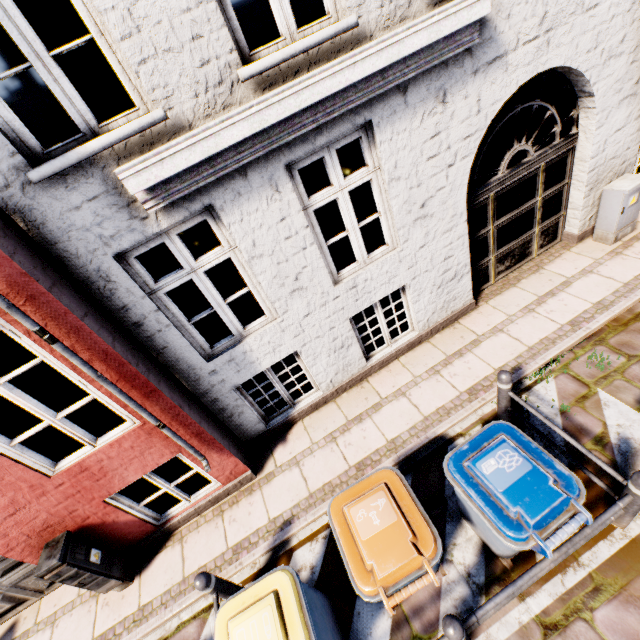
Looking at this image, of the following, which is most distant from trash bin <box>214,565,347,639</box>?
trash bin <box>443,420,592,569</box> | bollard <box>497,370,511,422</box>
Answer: bollard <box>497,370,511,422</box>

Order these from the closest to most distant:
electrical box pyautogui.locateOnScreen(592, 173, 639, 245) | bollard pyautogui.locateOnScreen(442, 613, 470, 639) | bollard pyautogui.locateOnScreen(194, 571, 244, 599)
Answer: bollard pyautogui.locateOnScreen(442, 613, 470, 639) < bollard pyautogui.locateOnScreen(194, 571, 244, 599) < electrical box pyautogui.locateOnScreen(592, 173, 639, 245)

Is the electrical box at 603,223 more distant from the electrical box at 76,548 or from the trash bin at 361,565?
the electrical box at 76,548

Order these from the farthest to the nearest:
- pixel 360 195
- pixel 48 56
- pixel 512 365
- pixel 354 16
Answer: A: pixel 360 195, pixel 512 365, pixel 354 16, pixel 48 56

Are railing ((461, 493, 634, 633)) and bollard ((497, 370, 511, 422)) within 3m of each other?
yes

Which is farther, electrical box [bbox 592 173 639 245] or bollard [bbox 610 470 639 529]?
electrical box [bbox 592 173 639 245]

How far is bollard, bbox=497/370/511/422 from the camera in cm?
373

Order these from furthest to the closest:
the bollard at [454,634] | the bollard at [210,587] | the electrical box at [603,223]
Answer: the electrical box at [603,223], the bollard at [210,587], the bollard at [454,634]
